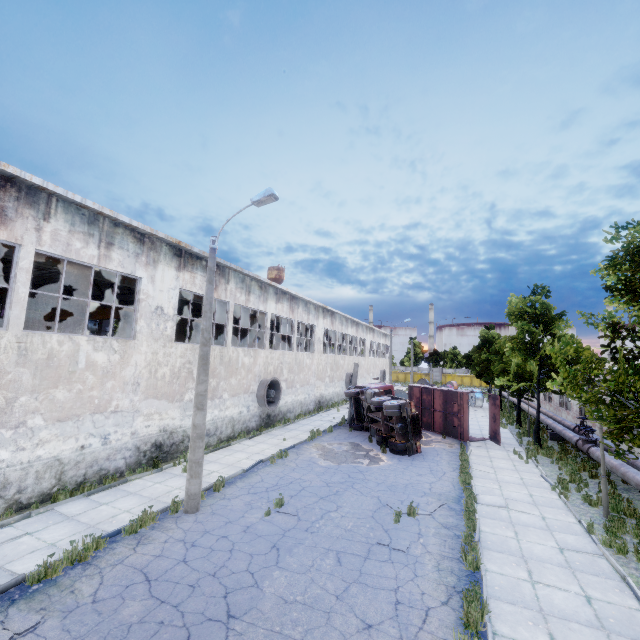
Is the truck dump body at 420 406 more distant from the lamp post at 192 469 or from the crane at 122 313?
the crane at 122 313

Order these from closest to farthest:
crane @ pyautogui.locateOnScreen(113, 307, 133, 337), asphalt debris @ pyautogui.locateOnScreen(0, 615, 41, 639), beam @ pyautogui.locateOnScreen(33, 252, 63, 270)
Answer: asphalt debris @ pyautogui.locateOnScreen(0, 615, 41, 639) < beam @ pyautogui.locateOnScreen(33, 252, 63, 270) < crane @ pyautogui.locateOnScreen(113, 307, 133, 337)

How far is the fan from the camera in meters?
20.9

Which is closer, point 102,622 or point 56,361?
point 102,622

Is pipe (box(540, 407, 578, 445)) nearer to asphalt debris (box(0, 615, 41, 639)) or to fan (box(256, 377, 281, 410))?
fan (box(256, 377, 281, 410))

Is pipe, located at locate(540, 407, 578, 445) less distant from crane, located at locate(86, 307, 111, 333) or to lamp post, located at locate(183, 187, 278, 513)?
lamp post, located at locate(183, 187, 278, 513)

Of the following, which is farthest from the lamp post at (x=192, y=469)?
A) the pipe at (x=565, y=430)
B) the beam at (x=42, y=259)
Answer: the pipe at (x=565, y=430)

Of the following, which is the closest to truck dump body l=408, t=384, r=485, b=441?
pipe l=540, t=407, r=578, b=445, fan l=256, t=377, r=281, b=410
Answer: pipe l=540, t=407, r=578, b=445
